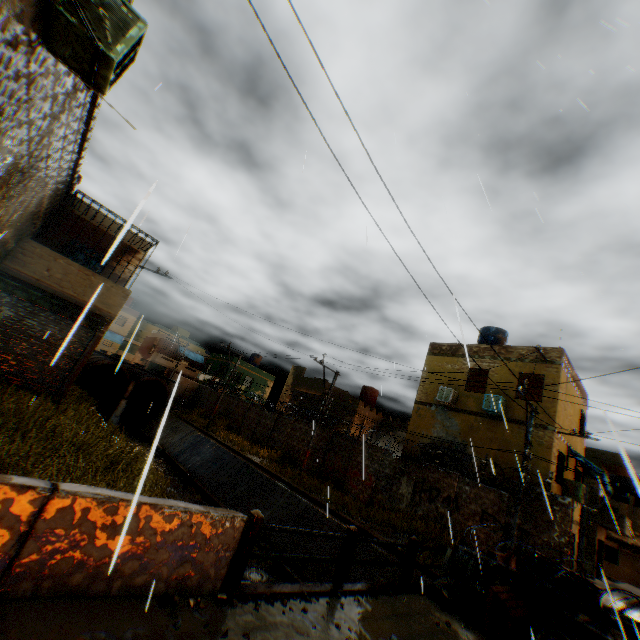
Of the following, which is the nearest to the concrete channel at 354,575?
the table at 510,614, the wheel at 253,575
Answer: the wheel at 253,575

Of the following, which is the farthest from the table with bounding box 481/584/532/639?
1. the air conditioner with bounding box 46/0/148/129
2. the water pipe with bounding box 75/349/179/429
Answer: the water pipe with bounding box 75/349/179/429

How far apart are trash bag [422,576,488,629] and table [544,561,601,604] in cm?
69

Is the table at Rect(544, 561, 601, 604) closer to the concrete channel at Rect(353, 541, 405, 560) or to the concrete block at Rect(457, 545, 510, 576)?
the concrete block at Rect(457, 545, 510, 576)

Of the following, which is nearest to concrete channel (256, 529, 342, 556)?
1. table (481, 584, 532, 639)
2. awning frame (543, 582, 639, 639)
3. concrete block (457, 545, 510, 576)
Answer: concrete block (457, 545, 510, 576)

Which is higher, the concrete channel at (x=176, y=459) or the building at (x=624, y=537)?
the building at (x=624, y=537)

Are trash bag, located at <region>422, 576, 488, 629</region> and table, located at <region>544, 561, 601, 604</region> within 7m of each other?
yes

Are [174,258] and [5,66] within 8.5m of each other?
yes
